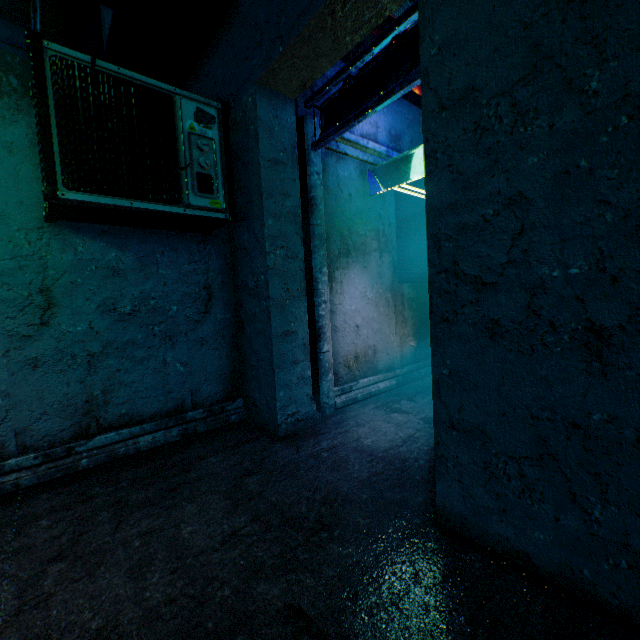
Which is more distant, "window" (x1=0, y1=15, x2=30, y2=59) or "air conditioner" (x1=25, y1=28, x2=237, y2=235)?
"window" (x1=0, y1=15, x2=30, y2=59)

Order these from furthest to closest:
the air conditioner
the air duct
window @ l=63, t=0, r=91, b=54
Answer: the air duct, window @ l=63, t=0, r=91, b=54, the air conditioner

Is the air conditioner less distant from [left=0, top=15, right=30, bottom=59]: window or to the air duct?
the air duct

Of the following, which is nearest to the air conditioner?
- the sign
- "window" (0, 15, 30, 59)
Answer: the sign

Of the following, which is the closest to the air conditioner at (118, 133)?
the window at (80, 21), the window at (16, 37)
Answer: the window at (80, 21)

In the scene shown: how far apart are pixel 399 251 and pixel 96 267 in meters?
3.4 m

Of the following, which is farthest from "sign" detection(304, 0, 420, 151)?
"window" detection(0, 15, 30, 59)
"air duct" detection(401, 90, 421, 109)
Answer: "window" detection(0, 15, 30, 59)

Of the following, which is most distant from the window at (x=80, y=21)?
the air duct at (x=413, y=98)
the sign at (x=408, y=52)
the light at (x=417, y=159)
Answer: the light at (x=417, y=159)
